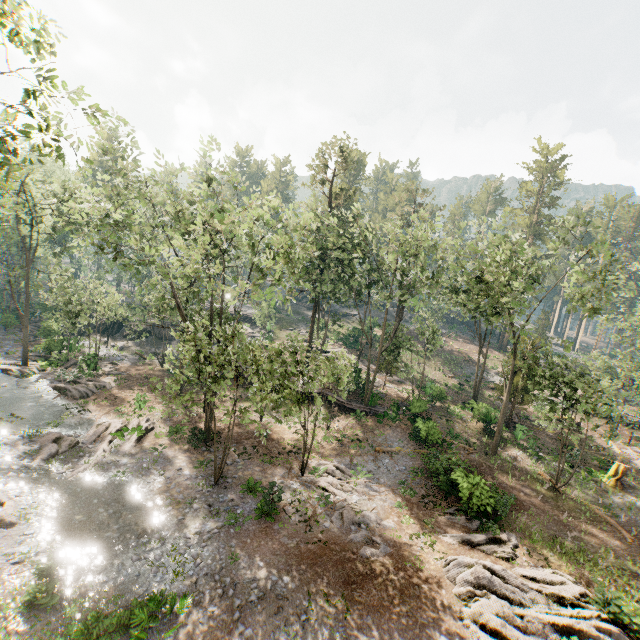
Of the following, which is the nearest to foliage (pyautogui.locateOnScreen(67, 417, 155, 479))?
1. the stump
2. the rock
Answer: the rock

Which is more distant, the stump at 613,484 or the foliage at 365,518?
the stump at 613,484

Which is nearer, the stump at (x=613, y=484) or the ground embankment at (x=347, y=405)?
the stump at (x=613, y=484)

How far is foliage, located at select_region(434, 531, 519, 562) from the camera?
16.67m

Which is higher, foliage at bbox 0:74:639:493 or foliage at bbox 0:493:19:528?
foliage at bbox 0:74:639:493

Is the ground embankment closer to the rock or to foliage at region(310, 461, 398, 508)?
foliage at region(310, 461, 398, 508)

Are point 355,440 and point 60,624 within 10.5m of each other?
no
